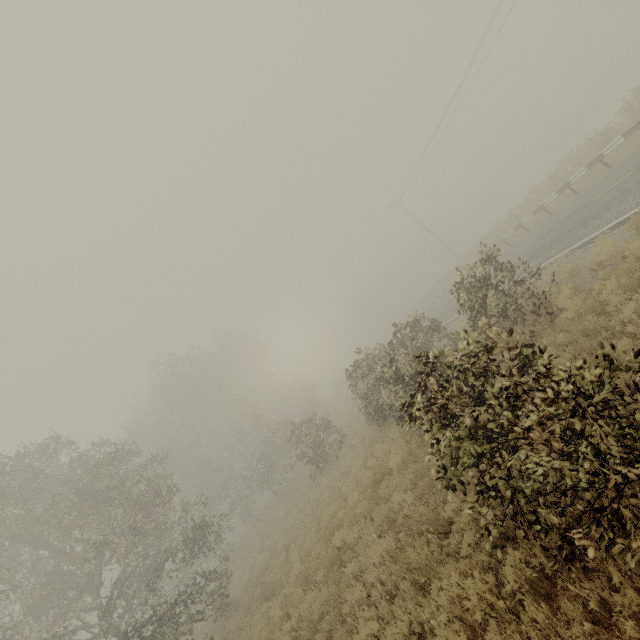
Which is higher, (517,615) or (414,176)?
(414,176)
